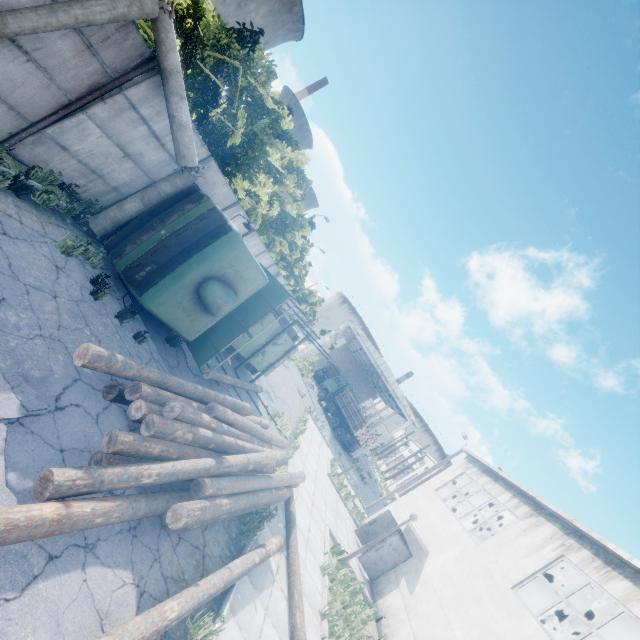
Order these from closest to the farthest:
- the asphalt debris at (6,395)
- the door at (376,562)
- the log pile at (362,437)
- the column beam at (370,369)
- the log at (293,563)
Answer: the asphalt debris at (6,395), the log at (293,563), the door at (376,562), the log pile at (362,437), the column beam at (370,369)

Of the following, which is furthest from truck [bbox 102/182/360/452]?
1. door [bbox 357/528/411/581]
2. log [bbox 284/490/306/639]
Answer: door [bbox 357/528/411/581]

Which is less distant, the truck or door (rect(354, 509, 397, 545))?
the truck

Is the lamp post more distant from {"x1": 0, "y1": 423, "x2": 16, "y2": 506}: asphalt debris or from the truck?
{"x1": 0, "y1": 423, "x2": 16, "y2": 506}: asphalt debris

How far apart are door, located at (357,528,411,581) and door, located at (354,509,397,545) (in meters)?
2.10

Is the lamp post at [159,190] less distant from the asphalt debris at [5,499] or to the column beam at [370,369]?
the asphalt debris at [5,499]

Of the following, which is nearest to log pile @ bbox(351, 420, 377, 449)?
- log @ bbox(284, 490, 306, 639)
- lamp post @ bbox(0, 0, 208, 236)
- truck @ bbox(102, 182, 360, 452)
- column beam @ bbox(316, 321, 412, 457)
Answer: column beam @ bbox(316, 321, 412, 457)

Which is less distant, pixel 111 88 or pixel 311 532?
pixel 111 88
